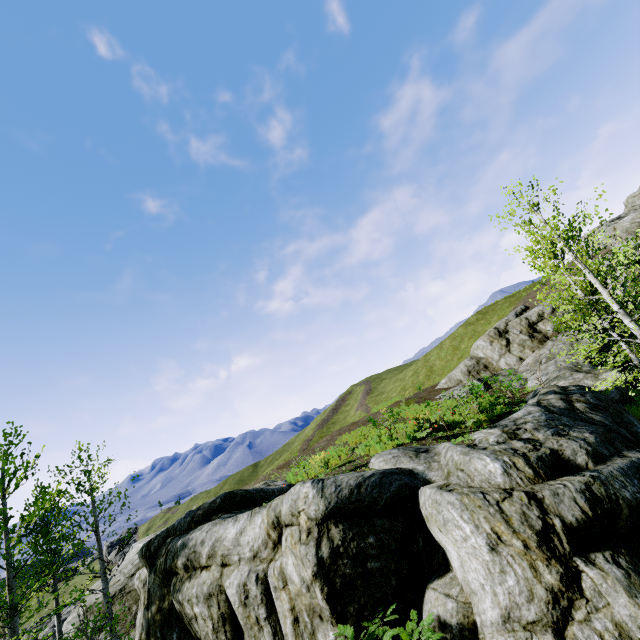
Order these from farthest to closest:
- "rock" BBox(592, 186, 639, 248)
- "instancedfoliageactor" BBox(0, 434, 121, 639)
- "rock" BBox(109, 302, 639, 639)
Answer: "rock" BBox(592, 186, 639, 248)
"instancedfoliageactor" BBox(0, 434, 121, 639)
"rock" BBox(109, 302, 639, 639)

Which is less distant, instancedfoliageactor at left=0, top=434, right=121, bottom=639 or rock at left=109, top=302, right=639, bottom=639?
rock at left=109, top=302, right=639, bottom=639

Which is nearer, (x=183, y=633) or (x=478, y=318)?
(x=183, y=633)

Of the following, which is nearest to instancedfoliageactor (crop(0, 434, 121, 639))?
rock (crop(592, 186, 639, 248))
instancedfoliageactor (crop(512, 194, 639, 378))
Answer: rock (crop(592, 186, 639, 248))

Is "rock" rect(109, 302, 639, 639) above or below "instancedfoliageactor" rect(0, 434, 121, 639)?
below

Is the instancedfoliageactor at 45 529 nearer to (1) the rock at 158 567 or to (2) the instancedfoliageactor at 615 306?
(1) the rock at 158 567

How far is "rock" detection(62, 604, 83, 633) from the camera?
15.6m
